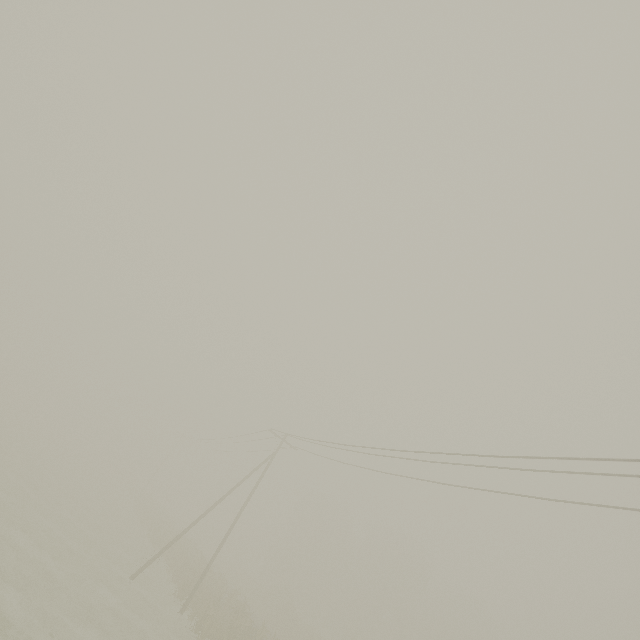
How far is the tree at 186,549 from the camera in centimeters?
2253cm

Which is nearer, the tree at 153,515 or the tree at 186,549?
the tree at 186,549

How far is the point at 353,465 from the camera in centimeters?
1939cm

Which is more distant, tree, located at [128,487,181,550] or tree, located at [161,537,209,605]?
tree, located at [128,487,181,550]

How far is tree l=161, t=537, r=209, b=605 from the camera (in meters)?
22.53

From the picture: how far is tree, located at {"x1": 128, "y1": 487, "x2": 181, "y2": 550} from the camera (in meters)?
33.72
